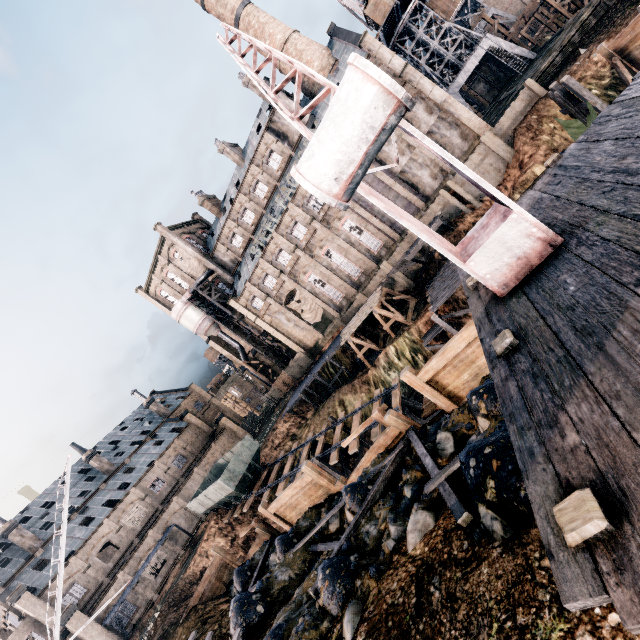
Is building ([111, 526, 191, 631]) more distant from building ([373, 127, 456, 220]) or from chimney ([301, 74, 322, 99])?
chimney ([301, 74, 322, 99])

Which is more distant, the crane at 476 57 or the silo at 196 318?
the silo at 196 318

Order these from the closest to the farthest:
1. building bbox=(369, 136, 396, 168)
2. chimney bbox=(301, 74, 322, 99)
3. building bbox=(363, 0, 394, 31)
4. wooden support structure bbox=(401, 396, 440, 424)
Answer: wooden support structure bbox=(401, 396, 440, 424), building bbox=(369, 136, 396, 168), building bbox=(363, 0, 394, 31), chimney bbox=(301, 74, 322, 99)

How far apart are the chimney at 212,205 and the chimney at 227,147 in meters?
7.5 m

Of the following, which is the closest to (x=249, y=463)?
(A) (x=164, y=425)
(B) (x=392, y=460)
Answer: (B) (x=392, y=460)

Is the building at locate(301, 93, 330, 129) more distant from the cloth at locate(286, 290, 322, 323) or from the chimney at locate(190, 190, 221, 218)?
the chimney at locate(190, 190, 221, 218)

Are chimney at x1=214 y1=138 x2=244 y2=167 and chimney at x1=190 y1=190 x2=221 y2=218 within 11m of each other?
yes

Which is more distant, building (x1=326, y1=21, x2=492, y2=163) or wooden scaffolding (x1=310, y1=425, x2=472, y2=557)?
building (x1=326, y1=21, x2=492, y2=163)
